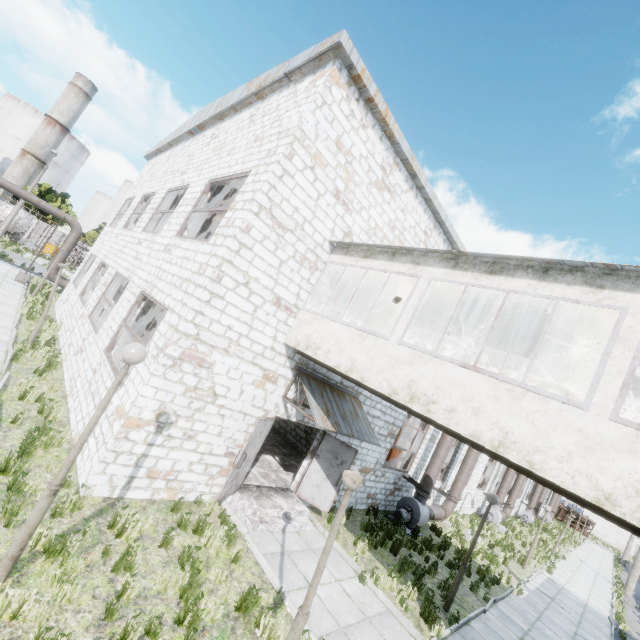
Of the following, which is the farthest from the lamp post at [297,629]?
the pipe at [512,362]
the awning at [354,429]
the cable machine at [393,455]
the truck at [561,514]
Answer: the truck at [561,514]

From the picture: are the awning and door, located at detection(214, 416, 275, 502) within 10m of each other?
yes

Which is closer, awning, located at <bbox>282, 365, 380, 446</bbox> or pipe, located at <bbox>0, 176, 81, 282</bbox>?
awning, located at <bbox>282, 365, 380, 446</bbox>

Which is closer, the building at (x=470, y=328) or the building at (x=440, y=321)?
the building at (x=470, y=328)

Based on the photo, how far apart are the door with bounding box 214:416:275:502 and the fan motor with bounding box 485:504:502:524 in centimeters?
2132cm

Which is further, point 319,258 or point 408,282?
point 408,282

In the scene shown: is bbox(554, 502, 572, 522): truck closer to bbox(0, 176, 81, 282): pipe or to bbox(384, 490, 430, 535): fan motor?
bbox(384, 490, 430, 535): fan motor

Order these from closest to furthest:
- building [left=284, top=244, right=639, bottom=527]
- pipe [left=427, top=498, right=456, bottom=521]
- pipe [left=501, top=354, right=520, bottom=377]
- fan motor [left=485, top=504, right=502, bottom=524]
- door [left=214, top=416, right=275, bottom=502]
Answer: building [left=284, top=244, right=639, bottom=527] < door [left=214, top=416, right=275, bottom=502] < pipe [left=427, top=498, right=456, bottom=521] < pipe [left=501, top=354, right=520, bottom=377] < fan motor [left=485, top=504, right=502, bottom=524]
